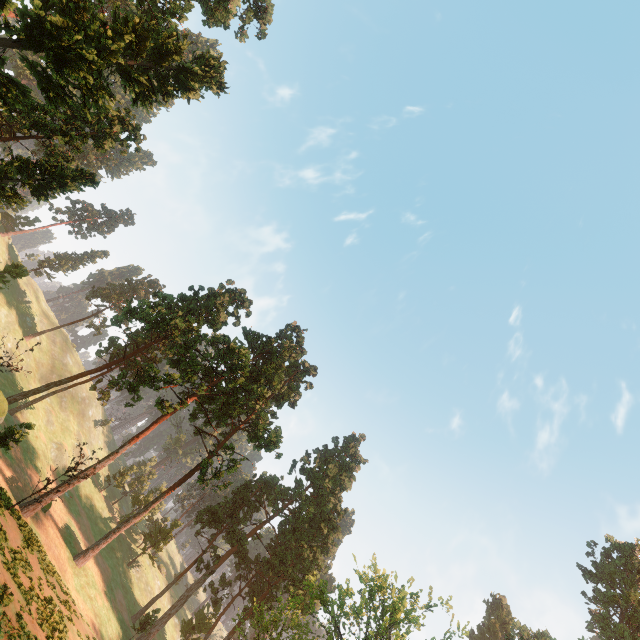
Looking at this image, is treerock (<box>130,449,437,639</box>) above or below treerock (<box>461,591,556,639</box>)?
below

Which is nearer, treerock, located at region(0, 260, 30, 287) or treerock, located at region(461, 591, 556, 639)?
treerock, located at region(461, 591, 556, 639)

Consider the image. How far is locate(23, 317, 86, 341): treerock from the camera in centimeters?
5469cm

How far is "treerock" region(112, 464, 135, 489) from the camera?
56.7m

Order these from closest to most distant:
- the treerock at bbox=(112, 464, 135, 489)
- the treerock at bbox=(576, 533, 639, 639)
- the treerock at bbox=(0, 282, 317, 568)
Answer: the treerock at bbox=(0, 282, 317, 568) → the treerock at bbox=(576, 533, 639, 639) → the treerock at bbox=(112, 464, 135, 489)

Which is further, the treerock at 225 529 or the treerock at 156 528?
the treerock at 156 528

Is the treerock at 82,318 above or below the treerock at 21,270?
Result: above

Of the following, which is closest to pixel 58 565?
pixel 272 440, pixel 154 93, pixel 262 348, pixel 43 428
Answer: pixel 272 440
